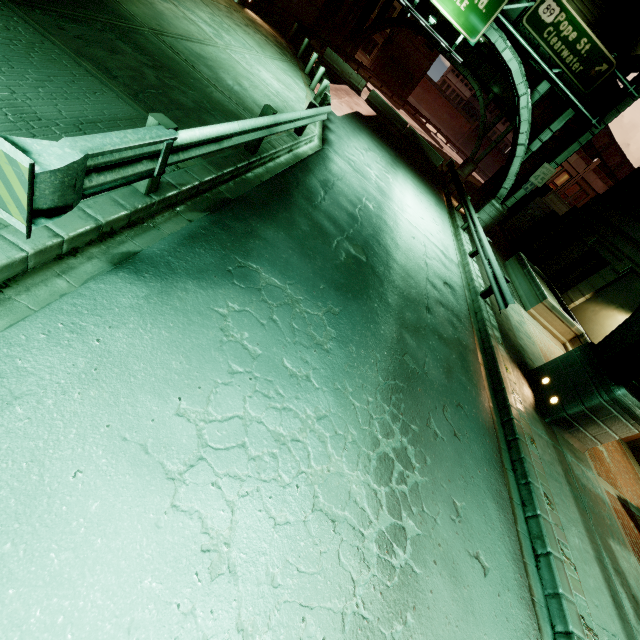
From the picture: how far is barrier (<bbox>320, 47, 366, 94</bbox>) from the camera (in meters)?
24.80

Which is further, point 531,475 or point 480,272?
point 480,272

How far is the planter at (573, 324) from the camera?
13.9 meters

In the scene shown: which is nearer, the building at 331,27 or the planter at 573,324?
the planter at 573,324

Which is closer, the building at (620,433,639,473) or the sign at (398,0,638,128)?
the building at (620,433,639,473)

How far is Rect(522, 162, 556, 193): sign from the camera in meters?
18.2 m

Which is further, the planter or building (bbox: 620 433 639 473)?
the planter

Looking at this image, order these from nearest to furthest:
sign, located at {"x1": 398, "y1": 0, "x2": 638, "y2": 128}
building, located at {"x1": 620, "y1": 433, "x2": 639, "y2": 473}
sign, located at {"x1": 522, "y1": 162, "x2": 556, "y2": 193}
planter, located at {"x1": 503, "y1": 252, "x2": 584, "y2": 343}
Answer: building, located at {"x1": 620, "y1": 433, "x2": 639, "y2": 473} → planter, located at {"x1": 503, "y1": 252, "x2": 584, "y2": 343} → sign, located at {"x1": 398, "y1": 0, "x2": 638, "y2": 128} → sign, located at {"x1": 522, "y1": 162, "x2": 556, "y2": 193}
